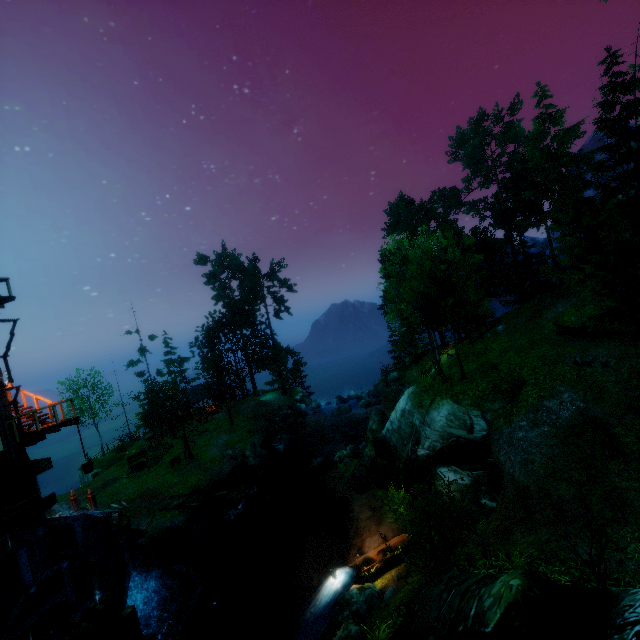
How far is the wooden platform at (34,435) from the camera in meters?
13.2 m

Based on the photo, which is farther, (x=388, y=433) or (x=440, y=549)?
(x=388, y=433)

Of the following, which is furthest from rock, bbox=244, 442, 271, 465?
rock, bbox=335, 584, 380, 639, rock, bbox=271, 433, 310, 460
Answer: rock, bbox=335, 584, 380, 639

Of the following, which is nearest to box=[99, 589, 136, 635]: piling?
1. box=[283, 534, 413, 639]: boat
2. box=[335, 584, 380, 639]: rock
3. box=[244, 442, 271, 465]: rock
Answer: box=[283, 534, 413, 639]: boat

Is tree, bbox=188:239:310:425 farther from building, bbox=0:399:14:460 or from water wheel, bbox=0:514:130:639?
water wheel, bbox=0:514:130:639

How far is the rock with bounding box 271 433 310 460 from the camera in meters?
30.3

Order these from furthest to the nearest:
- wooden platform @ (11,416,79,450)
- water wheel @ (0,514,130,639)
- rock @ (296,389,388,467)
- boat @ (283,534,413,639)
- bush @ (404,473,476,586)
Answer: rock @ (296,389,388,467) < wooden platform @ (11,416,79,450) < boat @ (283,534,413,639) < water wheel @ (0,514,130,639) < bush @ (404,473,476,586)

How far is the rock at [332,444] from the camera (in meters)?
25.33
